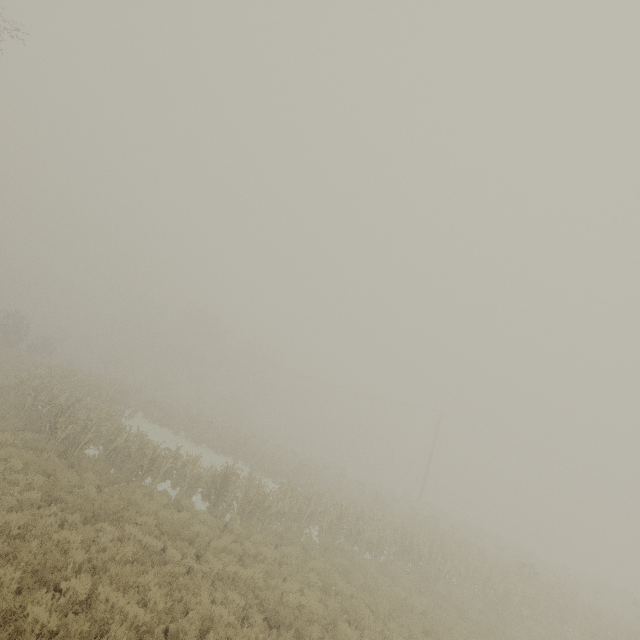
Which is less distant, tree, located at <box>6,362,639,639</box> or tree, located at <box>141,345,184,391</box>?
tree, located at <box>6,362,639,639</box>

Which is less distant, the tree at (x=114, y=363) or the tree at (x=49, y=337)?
the tree at (x=49, y=337)

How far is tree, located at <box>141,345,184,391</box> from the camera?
51.0 meters

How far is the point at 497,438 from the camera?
38.6m

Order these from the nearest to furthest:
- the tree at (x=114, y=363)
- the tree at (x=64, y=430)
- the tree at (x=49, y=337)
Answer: the tree at (x=64, y=430) < the tree at (x=49, y=337) < the tree at (x=114, y=363)
